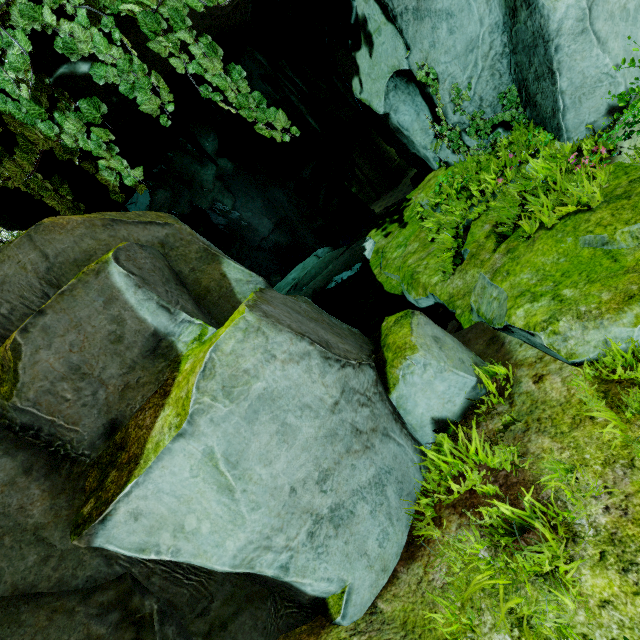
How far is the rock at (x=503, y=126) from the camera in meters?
6.1

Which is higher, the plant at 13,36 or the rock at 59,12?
the rock at 59,12

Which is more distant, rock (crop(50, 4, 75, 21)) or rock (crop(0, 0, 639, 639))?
rock (crop(50, 4, 75, 21))

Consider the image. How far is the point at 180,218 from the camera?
24.12m

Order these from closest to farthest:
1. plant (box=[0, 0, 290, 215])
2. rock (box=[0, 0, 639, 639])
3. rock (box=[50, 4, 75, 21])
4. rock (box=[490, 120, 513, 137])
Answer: rock (box=[0, 0, 639, 639]) < plant (box=[0, 0, 290, 215]) < rock (box=[50, 4, 75, 21]) < rock (box=[490, 120, 513, 137])

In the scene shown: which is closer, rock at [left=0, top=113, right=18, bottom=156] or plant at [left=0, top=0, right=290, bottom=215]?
plant at [left=0, top=0, right=290, bottom=215]

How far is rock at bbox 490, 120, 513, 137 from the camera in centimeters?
612cm
